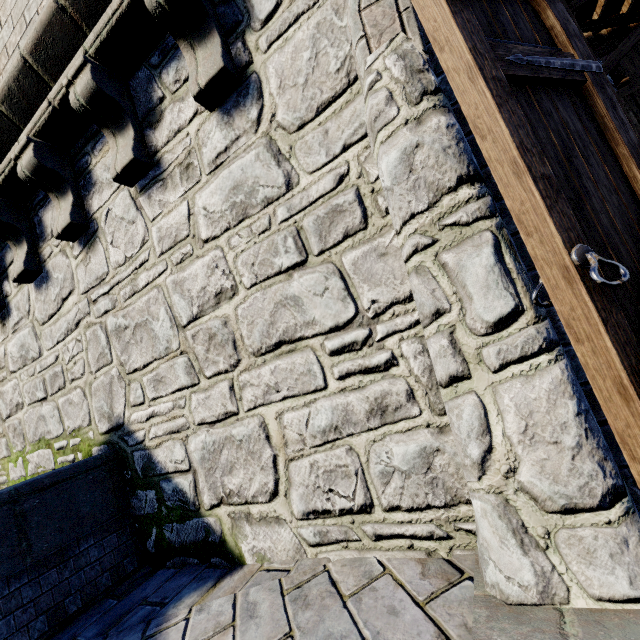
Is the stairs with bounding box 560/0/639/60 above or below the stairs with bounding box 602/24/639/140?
above

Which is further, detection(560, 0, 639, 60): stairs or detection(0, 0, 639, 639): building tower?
detection(560, 0, 639, 60): stairs

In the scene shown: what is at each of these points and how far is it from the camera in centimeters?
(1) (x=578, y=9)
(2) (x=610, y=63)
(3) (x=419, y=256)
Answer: (1) stairs, 457cm
(2) stairs, 438cm
(3) building tower, 141cm

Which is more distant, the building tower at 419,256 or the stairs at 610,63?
the stairs at 610,63

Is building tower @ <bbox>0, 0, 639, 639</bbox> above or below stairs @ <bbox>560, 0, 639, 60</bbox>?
below
